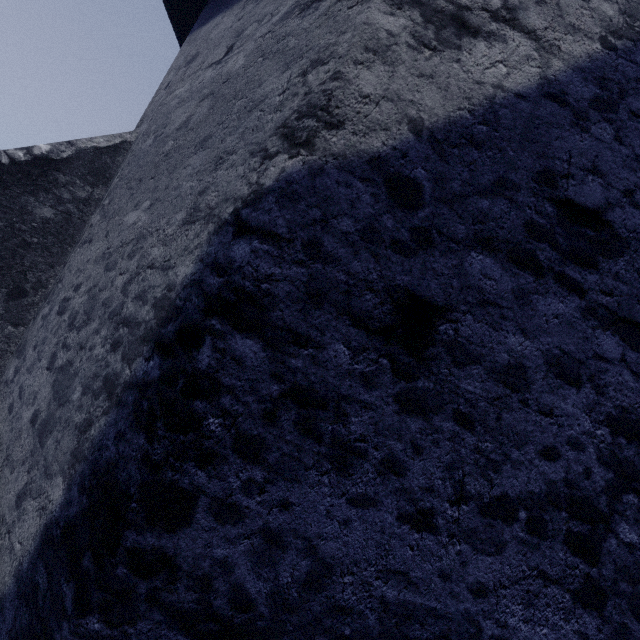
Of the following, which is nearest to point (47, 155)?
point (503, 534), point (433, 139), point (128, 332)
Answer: point (128, 332)
